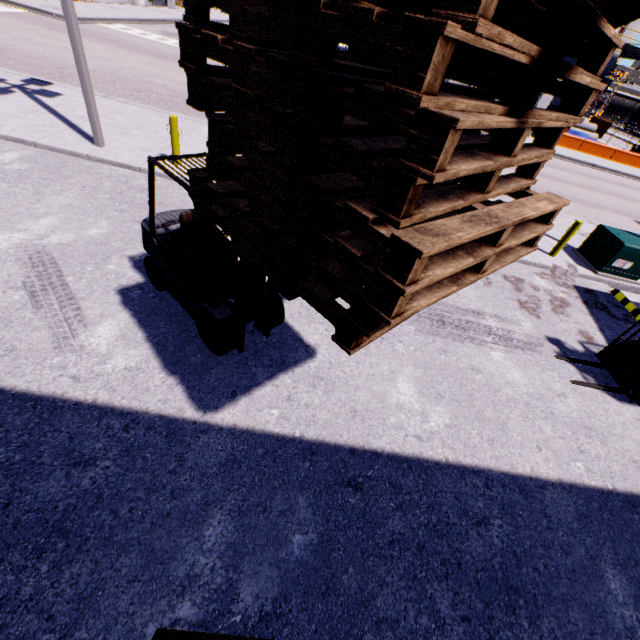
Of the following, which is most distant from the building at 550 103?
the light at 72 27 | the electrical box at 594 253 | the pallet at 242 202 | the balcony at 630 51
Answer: the light at 72 27

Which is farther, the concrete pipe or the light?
the concrete pipe

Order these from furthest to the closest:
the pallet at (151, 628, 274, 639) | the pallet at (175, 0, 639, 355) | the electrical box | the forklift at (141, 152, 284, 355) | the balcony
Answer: the balcony < the electrical box < the forklift at (141, 152, 284, 355) < the pallet at (151, 628, 274, 639) < the pallet at (175, 0, 639, 355)

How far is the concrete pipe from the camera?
38.1 meters

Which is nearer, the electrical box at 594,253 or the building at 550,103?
the electrical box at 594,253

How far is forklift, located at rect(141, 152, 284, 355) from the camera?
4.2 meters

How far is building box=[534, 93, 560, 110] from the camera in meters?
26.9

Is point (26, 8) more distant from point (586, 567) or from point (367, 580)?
point (586, 567)
